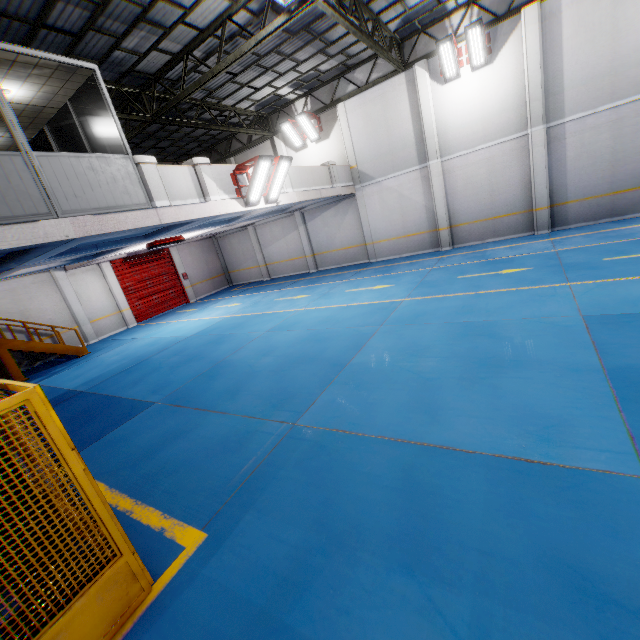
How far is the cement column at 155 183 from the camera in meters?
7.5

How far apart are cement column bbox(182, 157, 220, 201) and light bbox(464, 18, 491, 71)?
10.52m

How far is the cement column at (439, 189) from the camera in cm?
1359

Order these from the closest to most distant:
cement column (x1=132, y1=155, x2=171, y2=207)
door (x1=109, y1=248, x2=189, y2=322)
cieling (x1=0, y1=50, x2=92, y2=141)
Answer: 1. cieling (x1=0, y1=50, x2=92, y2=141)
2. cement column (x1=132, y1=155, x2=171, y2=207)
3. door (x1=109, y1=248, x2=189, y2=322)

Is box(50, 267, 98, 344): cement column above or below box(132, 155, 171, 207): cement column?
below

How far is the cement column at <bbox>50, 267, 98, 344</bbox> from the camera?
15.7m

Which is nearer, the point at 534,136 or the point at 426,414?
the point at 426,414

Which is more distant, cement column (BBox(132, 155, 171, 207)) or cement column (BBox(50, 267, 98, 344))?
cement column (BBox(50, 267, 98, 344))
